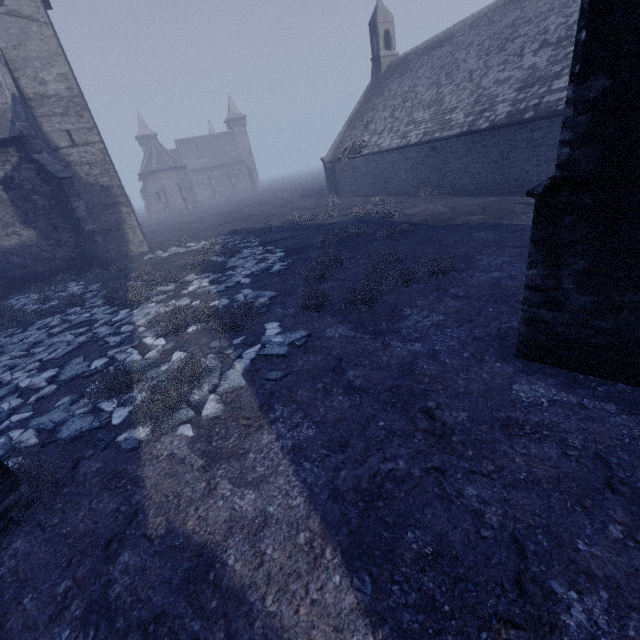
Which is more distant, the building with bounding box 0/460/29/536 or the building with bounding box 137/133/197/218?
the building with bounding box 137/133/197/218

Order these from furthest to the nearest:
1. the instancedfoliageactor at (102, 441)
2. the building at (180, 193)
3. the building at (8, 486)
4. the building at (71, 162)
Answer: the building at (180, 193) < the building at (71, 162) < the instancedfoliageactor at (102, 441) < the building at (8, 486)

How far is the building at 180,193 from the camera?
53.8 meters

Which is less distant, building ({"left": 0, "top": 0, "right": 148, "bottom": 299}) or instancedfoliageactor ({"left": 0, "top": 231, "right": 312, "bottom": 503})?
instancedfoliageactor ({"left": 0, "top": 231, "right": 312, "bottom": 503})

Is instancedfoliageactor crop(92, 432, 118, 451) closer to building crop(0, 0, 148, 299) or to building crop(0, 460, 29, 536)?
building crop(0, 460, 29, 536)

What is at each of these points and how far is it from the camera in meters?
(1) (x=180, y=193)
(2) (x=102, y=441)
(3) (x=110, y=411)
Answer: (1) building, 56.0
(2) instancedfoliageactor, 4.6
(3) instancedfoliageactor, 5.2

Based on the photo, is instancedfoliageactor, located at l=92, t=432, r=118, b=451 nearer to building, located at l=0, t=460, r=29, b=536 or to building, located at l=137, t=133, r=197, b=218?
building, located at l=0, t=460, r=29, b=536

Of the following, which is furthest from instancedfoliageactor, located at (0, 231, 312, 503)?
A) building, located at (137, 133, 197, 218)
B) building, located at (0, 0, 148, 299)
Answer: building, located at (137, 133, 197, 218)
